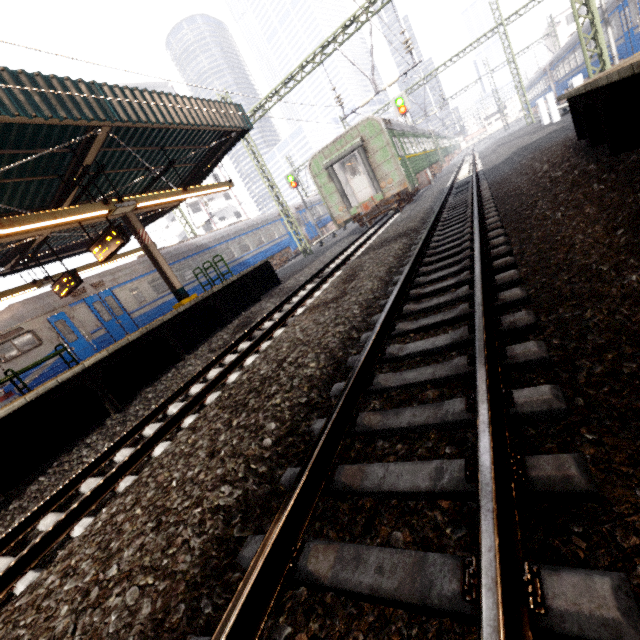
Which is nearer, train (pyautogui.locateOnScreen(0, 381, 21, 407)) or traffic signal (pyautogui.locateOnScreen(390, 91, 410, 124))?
train (pyautogui.locateOnScreen(0, 381, 21, 407))

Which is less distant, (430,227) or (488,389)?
(488,389)

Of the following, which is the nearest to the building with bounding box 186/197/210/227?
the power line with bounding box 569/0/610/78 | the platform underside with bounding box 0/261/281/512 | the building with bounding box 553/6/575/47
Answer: the power line with bounding box 569/0/610/78

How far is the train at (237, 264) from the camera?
16.8 meters

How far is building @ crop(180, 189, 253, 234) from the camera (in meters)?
45.22

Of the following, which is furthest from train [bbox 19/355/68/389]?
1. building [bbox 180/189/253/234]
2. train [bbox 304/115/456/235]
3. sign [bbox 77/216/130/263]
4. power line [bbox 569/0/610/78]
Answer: building [bbox 180/189/253/234]

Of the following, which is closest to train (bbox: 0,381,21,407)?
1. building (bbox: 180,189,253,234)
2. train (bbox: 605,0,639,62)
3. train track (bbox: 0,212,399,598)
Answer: train track (bbox: 0,212,399,598)

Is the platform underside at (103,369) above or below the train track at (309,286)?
above
